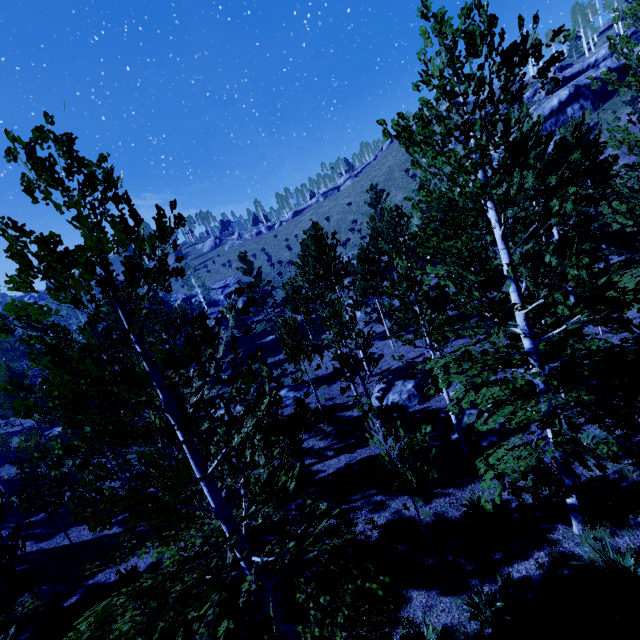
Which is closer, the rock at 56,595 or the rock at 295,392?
the rock at 56,595

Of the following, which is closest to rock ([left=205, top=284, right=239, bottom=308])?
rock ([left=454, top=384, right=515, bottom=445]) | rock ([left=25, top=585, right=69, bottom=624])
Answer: rock ([left=454, top=384, right=515, bottom=445])

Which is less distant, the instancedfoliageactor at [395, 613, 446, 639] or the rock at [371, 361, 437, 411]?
the instancedfoliageactor at [395, 613, 446, 639]

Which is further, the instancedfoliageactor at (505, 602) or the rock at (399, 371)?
the rock at (399, 371)

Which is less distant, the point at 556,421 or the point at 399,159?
the point at 556,421

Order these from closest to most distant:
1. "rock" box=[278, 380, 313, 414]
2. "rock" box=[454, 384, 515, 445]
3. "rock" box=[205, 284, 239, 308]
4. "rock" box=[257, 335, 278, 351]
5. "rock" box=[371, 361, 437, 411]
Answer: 1. "rock" box=[454, 384, 515, 445]
2. "rock" box=[371, 361, 437, 411]
3. "rock" box=[278, 380, 313, 414]
4. "rock" box=[257, 335, 278, 351]
5. "rock" box=[205, 284, 239, 308]

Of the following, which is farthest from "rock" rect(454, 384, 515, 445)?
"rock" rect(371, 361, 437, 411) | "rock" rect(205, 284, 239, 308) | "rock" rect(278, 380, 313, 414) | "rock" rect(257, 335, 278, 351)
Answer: "rock" rect(205, 284, 239, 308)

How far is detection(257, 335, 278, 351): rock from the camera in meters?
40.4 m
